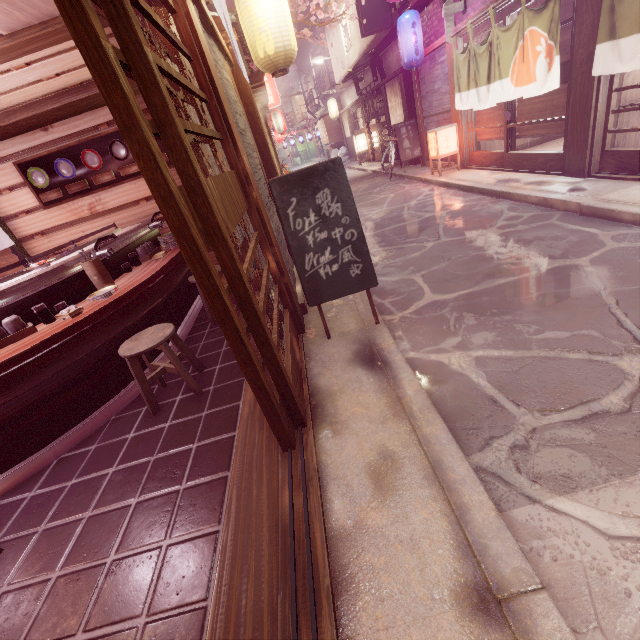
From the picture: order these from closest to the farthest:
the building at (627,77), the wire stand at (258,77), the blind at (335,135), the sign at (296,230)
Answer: the sign at (296,230) → the building at (627,77) → the wire stand at (258,77) → the blind at (335,135)

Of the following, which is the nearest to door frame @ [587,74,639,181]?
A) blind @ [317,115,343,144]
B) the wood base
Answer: the wood base

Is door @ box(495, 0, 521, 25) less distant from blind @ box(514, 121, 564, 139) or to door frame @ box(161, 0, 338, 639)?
blind @ box(514, 121, 564, 139)

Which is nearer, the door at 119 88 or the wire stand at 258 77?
the door at 119 88

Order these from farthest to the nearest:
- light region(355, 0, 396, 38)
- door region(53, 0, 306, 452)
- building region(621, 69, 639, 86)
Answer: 1. light region(355, 0, 396, 38)
2. building region(621, 69, 639, 86)
3. door region(53, 0, 306, 452)

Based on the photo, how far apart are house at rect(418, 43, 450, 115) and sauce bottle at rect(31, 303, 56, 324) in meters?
17.7

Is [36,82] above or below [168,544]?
above

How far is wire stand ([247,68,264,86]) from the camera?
11.3m
